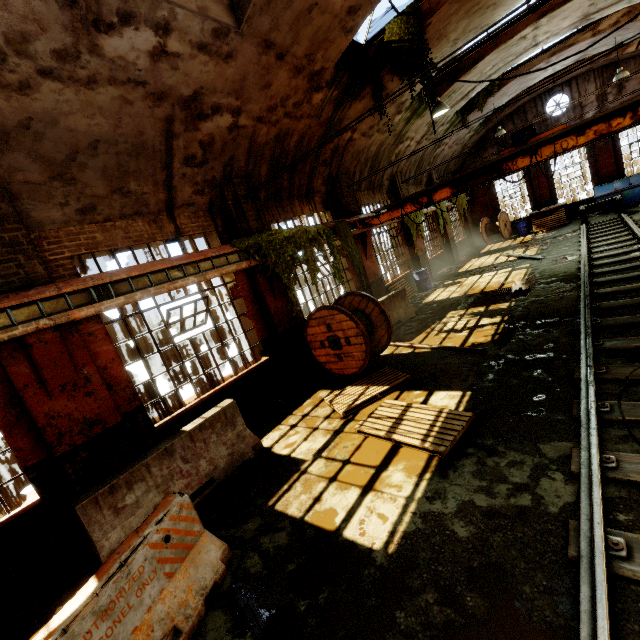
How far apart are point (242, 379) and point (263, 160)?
5.8m

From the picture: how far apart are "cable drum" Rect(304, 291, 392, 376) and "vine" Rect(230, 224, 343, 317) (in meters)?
0.38

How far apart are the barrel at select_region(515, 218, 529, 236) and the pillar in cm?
393

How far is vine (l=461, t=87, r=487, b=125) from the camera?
15.5 meters

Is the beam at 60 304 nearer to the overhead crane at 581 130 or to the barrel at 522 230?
the overhead crane at 581 130

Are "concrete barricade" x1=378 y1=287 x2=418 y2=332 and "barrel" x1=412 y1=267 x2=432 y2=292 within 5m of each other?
yes

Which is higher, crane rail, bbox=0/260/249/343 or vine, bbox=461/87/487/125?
vine, bbox=461/87/487/125

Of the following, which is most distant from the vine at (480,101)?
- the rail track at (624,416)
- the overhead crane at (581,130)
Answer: the rail track at (624,416)
